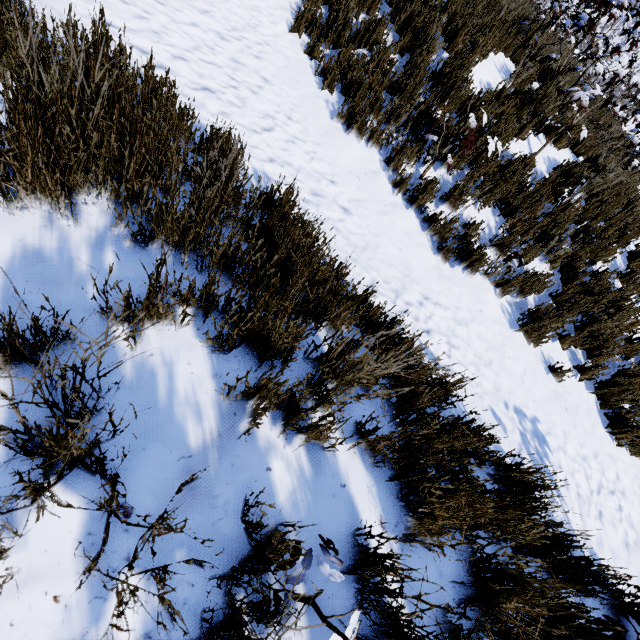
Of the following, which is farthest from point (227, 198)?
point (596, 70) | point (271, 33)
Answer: point (596, 70)

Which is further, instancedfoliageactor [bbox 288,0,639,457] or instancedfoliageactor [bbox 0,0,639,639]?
instancedfoliageactor [bbox 288,0,639,457]

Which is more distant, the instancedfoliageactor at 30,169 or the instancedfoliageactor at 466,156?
the instancedfoliageactor at 466,156
